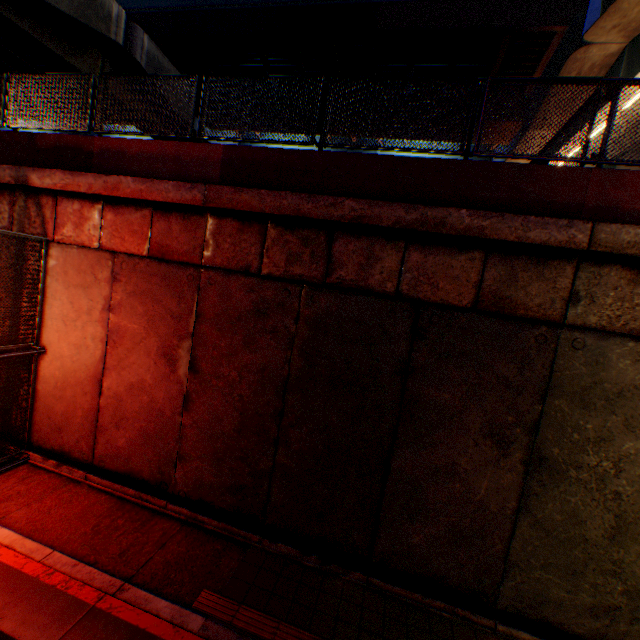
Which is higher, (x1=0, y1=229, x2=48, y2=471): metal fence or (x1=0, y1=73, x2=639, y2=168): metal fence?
(x1=0, y1=73, x2=639, y2=168): metal fence

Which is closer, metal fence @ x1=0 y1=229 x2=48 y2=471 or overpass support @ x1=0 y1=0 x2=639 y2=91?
metal fence @ x1=0 y1=229 x2=48 y2=471

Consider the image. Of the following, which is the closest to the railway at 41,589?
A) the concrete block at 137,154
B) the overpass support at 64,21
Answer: the overpass support at 64,21

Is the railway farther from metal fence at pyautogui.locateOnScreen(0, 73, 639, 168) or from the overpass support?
the overpass support

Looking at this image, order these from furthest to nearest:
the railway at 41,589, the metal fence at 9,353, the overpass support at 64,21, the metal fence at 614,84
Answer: the overpass support at 64,21, the metal fence at 9,353, the metal fence at 614,84, the railway at 41,589

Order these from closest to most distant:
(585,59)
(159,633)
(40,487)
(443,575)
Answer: (159,633)
(443,575)
(40,487)
(585,59)

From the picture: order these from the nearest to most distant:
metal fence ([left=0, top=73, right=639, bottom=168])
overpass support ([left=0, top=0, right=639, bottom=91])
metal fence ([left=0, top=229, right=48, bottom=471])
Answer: metal fence ([left=0, top=73, right=639, bottom=168]) → metal fence ([left=0, top=229, right=48, bottom=471]) → overpass support ([left=0, top=0, right=639, bottom=91])
